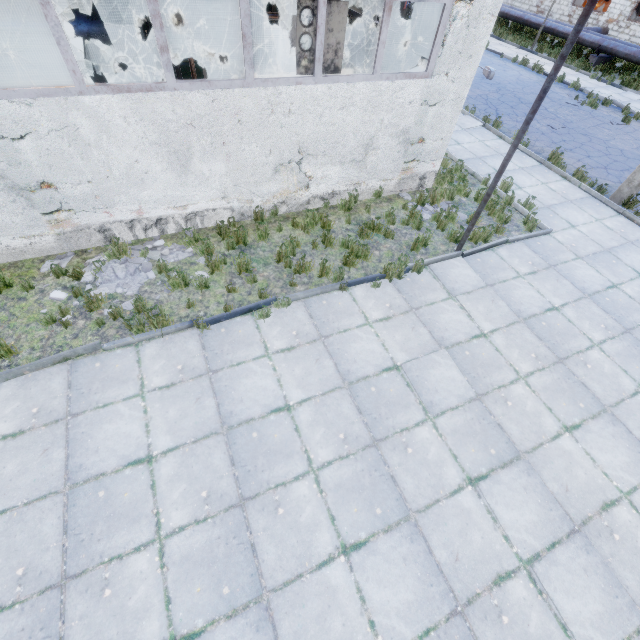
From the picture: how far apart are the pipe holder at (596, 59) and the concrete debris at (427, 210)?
21.5m

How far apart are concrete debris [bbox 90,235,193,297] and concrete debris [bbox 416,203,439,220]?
5.64m

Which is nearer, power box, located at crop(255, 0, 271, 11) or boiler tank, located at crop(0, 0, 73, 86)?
boiler tank, located at crop(0, 0, 73, 86)

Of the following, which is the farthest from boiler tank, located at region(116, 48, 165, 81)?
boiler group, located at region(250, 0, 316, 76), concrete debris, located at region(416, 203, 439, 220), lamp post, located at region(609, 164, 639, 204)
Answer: lamp post, located at region(609, 164, 639, 204)

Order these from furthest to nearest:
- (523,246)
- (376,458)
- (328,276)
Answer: (523,246), (328,276), (376,458)

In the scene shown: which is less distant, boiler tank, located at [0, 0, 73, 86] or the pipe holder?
boiler tank, located at [0, 0, 73, 86]

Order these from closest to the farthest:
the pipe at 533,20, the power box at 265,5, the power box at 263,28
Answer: the power box at 265,5 < the power box at 263,28 < the pipe at 533,20

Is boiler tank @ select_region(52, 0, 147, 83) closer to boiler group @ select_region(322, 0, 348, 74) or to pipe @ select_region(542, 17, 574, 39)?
A: boiler group @ select_region(322, 0, 348, 74)
